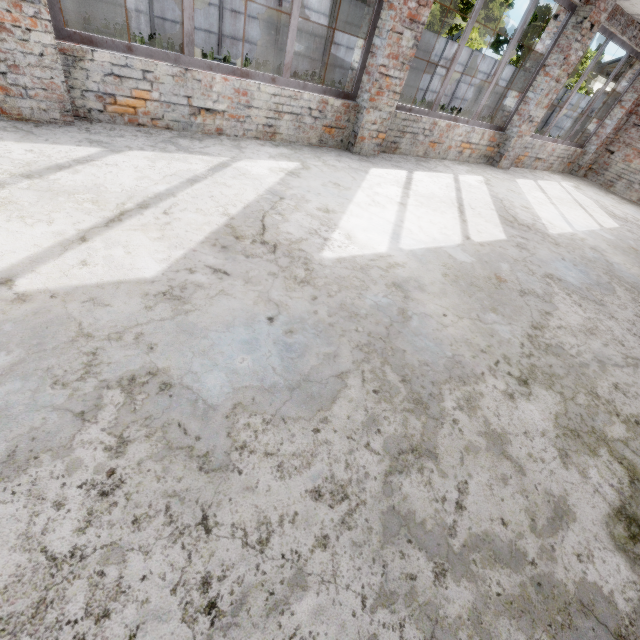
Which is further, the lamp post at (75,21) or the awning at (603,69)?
the lamp post at (75,21)

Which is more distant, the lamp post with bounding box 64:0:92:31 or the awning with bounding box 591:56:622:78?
the lamp post with bounding box 64:0:92:31

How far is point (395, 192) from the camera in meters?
4.7

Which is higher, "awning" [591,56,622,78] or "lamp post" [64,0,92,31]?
"awning" [591,56,622,78]

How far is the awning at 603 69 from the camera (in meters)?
9.66

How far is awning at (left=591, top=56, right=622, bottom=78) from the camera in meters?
9.7 m
